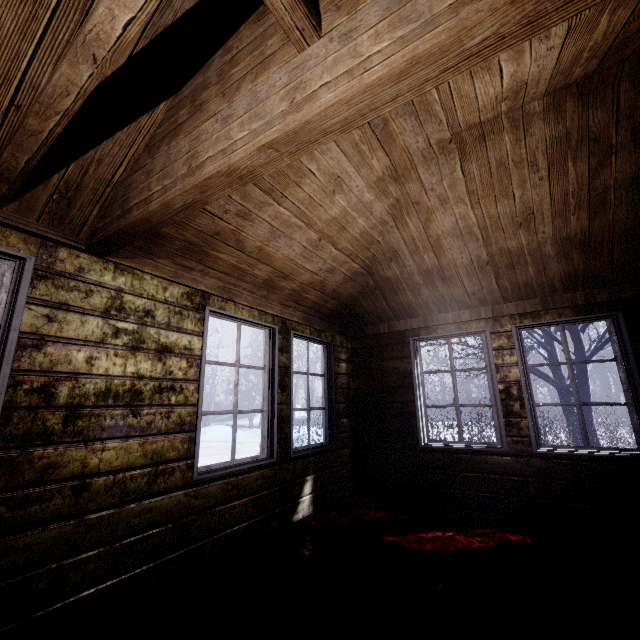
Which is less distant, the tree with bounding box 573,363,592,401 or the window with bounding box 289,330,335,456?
the window with bounding box 289,330,335,456

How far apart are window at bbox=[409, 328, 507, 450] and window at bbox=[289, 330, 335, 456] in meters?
1.0 m

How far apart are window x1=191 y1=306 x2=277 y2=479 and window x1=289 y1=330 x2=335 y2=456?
0.20m

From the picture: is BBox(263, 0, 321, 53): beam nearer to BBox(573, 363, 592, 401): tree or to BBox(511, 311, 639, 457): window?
BBox(511, 311, 639, 457): window

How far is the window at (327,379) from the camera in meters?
3.3

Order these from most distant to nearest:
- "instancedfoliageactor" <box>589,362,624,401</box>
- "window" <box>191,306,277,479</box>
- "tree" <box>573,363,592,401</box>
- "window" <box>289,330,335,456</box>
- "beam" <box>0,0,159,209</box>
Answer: "instancedfoliageactor" <box>589,362,624,401</box> → "tree" <box>573,363,592,401</box> → "window" <box>289,330,335,456</box> → "window" <box>191,306,277,479</box> → "beam" <box>0,0,159,209</box>

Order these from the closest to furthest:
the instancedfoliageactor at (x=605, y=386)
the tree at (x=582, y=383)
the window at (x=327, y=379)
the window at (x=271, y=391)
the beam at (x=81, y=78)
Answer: the beam at (x=81, y=78)
the window at (x=271, y=391)
the window at (x=327, y=379)
the tree at (x=582, y=383)
the instancedfoliageactor at (x=605, y=386)

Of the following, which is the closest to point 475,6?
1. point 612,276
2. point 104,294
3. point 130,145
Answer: point 130,145
